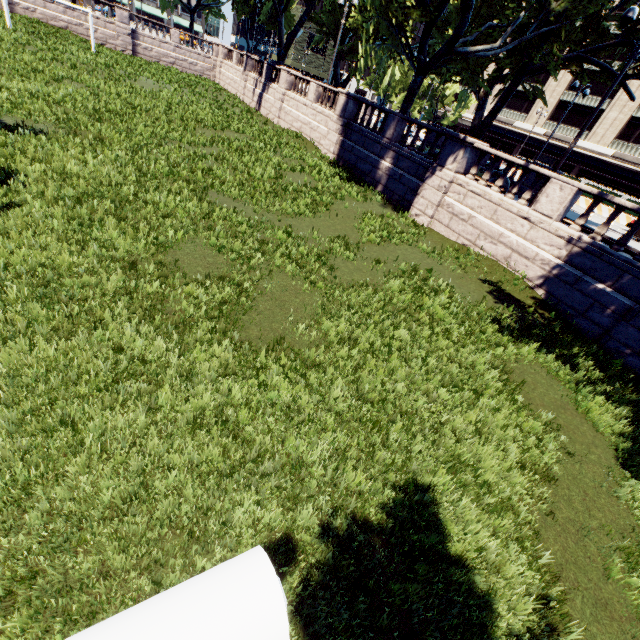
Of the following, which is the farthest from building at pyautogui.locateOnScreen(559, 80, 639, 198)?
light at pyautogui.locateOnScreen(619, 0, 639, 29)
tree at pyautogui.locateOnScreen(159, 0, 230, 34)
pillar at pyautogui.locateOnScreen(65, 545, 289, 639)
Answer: pillar at pyautogui.locateOnScreen(65, 545, 289, 639)

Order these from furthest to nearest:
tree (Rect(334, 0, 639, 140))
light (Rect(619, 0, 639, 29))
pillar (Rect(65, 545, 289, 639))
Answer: tree (Rect(334, 0, 639, 140)) → light (Rect(619, 0, 639, 29)) → pillar (Rect(65, 545, 289, 639))

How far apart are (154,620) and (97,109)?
19.6m

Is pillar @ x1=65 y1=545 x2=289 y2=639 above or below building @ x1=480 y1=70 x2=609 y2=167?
below

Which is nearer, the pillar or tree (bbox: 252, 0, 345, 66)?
the pillar

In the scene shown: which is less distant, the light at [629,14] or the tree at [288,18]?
the light at [629,14]

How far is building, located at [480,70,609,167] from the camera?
45.22m

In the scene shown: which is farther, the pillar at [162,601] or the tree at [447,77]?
the tree at [447,77]
